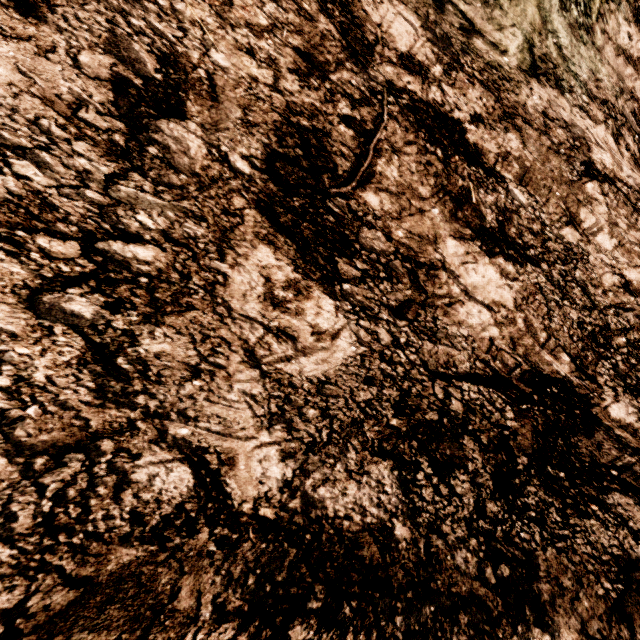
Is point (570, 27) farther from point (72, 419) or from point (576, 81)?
point (72, 419)
